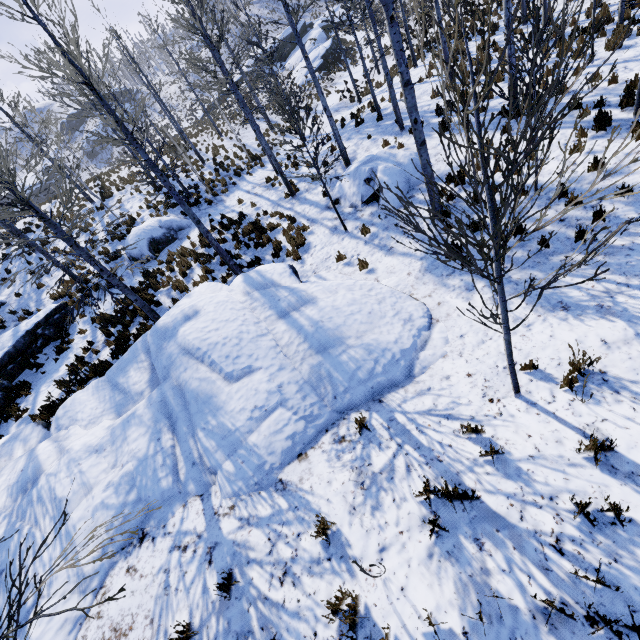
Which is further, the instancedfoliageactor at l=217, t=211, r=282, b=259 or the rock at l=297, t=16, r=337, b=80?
the rock at l=297, t=16, r=337, b=80

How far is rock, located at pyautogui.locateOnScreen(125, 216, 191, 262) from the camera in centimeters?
1555cm

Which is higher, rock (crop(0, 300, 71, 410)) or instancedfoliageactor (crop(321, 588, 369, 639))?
rock (crop(0, 300, 71, 410))

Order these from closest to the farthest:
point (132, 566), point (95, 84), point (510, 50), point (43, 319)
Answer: point (132, 566) → point (510, 50) → point (43, 319) → point (95, 84)

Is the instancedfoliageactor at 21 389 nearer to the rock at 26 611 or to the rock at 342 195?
the rock at 26 611

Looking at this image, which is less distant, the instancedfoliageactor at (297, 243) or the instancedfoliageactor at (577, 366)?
the instancedfoliageactor at (577, 366)

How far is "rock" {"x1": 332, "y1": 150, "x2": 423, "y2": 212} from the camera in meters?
10.5 m

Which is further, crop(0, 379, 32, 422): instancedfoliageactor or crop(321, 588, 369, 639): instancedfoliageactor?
crop(0, 379, 32, 422): instancedfoliageactor
